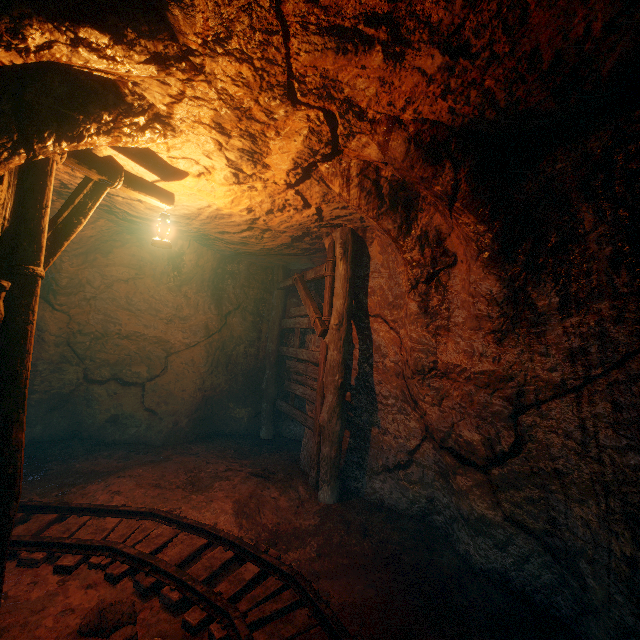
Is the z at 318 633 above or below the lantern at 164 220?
below

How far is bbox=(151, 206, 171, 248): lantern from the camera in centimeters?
384cm

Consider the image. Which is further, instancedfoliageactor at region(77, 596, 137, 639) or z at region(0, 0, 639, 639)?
instancedfoliageactor at region(77, 596, 137, 639)

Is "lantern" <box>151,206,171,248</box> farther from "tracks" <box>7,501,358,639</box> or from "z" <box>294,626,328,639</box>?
"tracks" <box>7,501,358,639</box>

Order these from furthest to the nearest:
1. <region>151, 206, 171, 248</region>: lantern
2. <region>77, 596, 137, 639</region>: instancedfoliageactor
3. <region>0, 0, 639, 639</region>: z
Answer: <region>151, 206, 171, 248</region>: lantern, <region>77, 596, 137, 639</region>: instancedfoliageactor, <region>0, 0, 639, 639</region>: z

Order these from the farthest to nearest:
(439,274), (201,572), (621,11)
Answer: (439,274) → (201,572) → (621,11)

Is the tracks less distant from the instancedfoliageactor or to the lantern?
the instancedfoliageactor

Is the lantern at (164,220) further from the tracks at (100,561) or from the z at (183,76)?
the tracks at (100,561)
